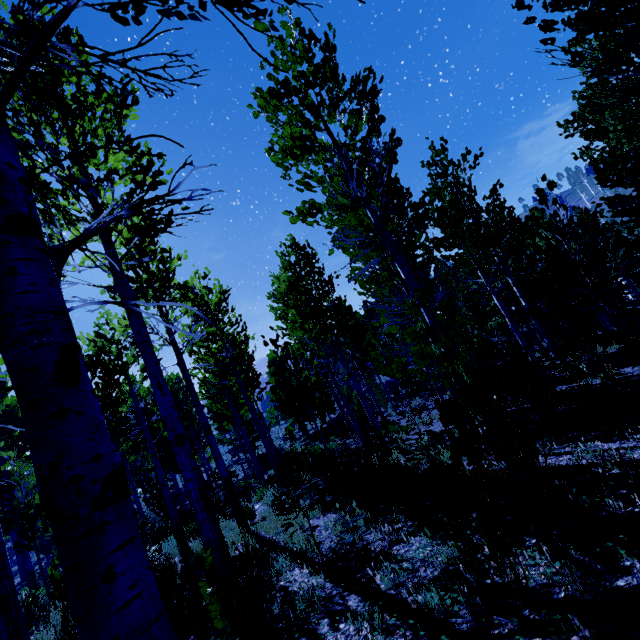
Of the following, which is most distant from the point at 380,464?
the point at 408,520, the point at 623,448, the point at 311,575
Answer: the point at 623,448
